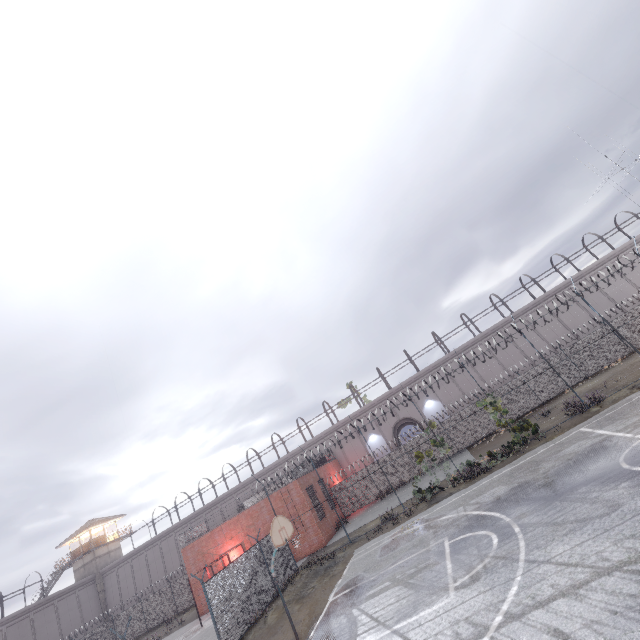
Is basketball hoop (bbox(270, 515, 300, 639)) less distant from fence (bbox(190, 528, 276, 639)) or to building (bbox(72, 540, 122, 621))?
fence (bbox(190, 528, 276, 639))

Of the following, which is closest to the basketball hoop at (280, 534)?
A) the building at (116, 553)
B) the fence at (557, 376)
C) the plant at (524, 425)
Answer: the fence at (557, 376)

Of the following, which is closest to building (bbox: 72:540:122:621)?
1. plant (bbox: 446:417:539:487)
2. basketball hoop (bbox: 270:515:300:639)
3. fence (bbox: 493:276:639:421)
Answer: fence (bbox: 493:276:639:421)

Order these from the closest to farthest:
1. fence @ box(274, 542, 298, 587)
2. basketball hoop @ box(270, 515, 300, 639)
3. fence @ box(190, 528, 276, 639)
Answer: basketball hoop @ box(270, 515, 300, 639)
fence @ box(190, 528, 276, 639)
fence @ box(274, 542, 298, 587)

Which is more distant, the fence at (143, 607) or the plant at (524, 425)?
the fence at (143, 607)

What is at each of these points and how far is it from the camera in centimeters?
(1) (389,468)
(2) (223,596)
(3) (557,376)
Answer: (1) fence, 2930cm
(2) fence, 1482cm
(3) fence, 2705cm

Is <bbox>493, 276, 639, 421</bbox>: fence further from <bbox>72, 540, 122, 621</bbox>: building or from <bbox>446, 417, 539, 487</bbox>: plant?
<bbox>72, 540, 122, 621</bbox>: building
